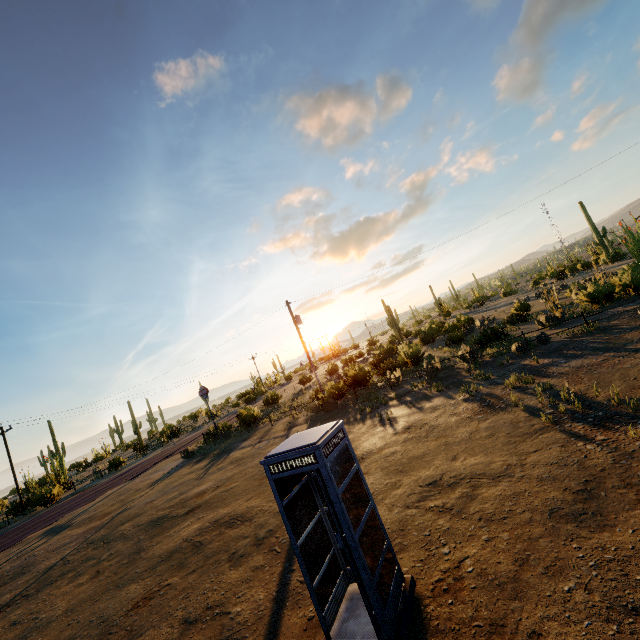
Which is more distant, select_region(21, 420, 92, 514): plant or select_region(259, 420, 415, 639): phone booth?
select_region(21, 420, 92, 514): plant

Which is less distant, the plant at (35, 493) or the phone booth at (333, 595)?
the phone booth at (333, 595)

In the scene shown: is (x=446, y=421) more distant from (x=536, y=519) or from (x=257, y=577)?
(x=257, y=577)

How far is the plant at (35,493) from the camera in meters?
28.1

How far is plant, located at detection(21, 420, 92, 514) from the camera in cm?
2808
